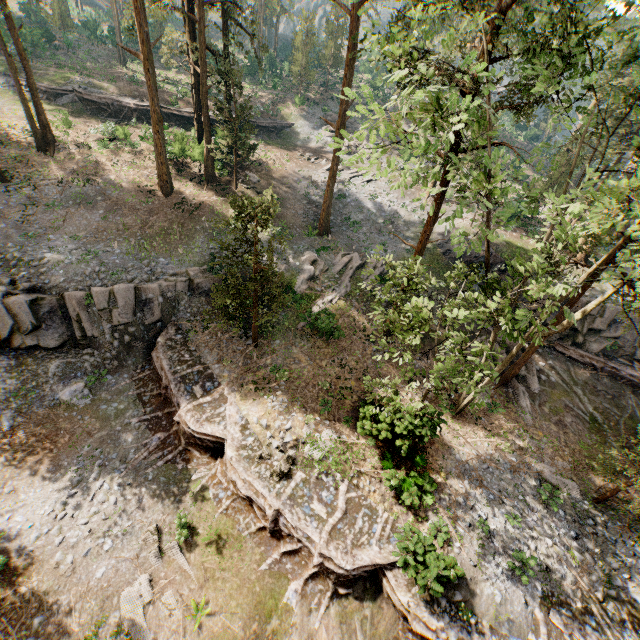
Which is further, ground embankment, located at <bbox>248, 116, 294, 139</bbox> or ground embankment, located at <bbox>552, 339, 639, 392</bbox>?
ground embankment, located at <bbox>248, 116, 294, 139</bbox>

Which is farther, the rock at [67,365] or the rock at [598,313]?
the rock at [598,313]

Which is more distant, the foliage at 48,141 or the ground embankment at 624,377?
the foliage at 48,141

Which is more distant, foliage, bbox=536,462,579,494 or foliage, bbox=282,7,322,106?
foliage, bbox=282,7,322,106

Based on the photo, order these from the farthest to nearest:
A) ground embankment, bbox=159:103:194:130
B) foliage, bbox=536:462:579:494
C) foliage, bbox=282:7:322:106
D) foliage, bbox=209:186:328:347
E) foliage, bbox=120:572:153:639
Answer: foliage, bbox=282:7:322:106, ground embankment, bbox=159:103:194:130, foliage, bbox=536:462:579:494, foliage, bbox=209:186:328:347, foliage, bbox=120:572:153:639

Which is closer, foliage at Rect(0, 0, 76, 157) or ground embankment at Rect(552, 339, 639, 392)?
ground embankment at Rect(552, 339, 639, 392)

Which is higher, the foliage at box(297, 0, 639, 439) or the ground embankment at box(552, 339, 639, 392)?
the foliage at box(297, 0, 639, 439)

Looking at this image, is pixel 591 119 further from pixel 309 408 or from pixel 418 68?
pixel 309 408
